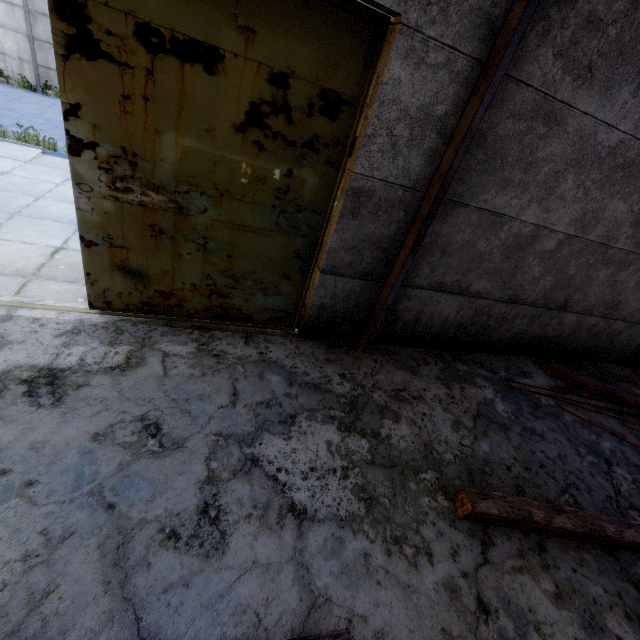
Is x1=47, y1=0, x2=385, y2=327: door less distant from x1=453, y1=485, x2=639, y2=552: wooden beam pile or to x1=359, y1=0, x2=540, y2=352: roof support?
x1=359, y1=0, x2=540, y2=352: roof support

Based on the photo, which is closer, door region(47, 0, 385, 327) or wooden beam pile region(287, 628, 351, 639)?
wooden beam pile region(287, 628, 351, 639)

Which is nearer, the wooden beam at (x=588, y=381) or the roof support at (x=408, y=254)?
the roof support at (x=408, y=254)

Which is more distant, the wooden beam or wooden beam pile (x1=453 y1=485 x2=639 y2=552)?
the wooden beam

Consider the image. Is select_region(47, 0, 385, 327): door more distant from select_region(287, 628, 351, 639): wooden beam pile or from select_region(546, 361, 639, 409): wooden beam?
select_region(546, 361, 639, 409): wooden beam

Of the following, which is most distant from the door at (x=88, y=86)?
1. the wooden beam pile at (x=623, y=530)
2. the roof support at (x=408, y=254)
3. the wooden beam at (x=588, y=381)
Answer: the wooden beam at (x=588, y=381)

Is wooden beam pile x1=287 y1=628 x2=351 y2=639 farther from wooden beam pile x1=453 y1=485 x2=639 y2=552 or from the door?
the door

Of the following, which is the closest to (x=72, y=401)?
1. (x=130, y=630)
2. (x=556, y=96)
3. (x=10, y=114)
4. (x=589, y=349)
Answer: (x=130, y=630)
